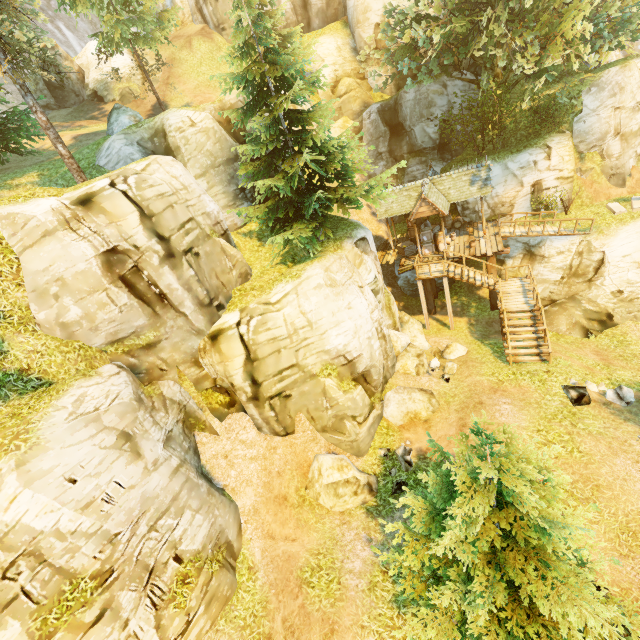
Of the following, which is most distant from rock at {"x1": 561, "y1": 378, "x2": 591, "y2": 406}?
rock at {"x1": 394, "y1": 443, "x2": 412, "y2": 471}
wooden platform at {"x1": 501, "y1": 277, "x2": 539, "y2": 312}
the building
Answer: the building

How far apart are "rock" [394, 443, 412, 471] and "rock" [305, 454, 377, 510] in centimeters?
115cm

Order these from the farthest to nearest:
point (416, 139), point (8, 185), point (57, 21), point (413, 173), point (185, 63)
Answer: point (57, 21) < point (185, 63) < point (413, 173) < point (416, 139) < point (8, 185)

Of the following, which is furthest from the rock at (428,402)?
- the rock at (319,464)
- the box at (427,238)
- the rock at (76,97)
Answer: the rock at (76,97)

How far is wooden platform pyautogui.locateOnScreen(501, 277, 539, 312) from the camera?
16.7 meters

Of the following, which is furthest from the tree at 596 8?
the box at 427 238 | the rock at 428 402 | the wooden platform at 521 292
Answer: the wooden platform at 521 292

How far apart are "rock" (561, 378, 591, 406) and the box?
11.5 meters

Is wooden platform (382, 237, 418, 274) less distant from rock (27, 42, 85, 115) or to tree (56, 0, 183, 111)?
tree (56, 0, 183, 111)
